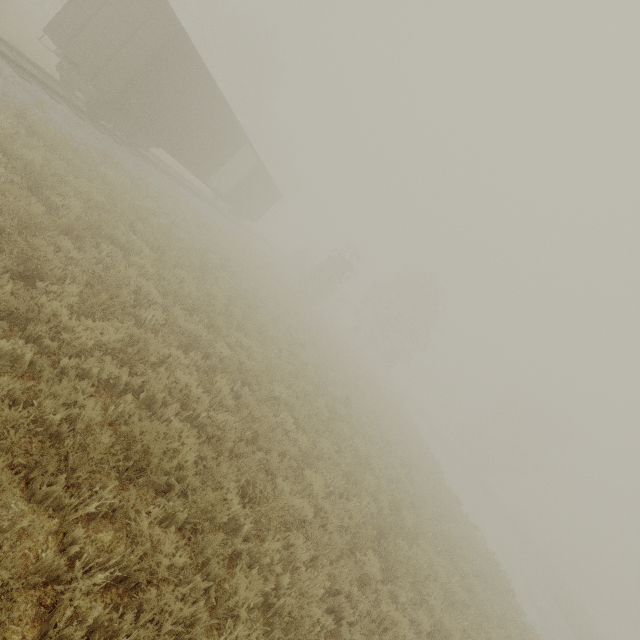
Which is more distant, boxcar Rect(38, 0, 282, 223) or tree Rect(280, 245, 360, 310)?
tree Rect(280, 245, 360, 310)

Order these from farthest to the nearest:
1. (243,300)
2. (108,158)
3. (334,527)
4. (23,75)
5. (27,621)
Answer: (243,300) < (108,158) < (23,75) < (334,527) < (27,621)

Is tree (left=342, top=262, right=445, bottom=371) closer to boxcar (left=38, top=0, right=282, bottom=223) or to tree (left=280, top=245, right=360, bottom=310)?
tree (left=280, top=245, right=360, bottom=310)

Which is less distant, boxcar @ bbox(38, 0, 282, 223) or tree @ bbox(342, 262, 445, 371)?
boxcar @ bbox(38, 0, 282, 223)

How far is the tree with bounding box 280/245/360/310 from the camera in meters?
31.5

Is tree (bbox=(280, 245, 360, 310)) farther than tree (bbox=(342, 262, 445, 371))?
No

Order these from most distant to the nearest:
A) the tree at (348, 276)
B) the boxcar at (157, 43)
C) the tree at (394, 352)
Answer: the tree at (394, 352) < the tree at (348, 276) < the boxcar at (157, 43)

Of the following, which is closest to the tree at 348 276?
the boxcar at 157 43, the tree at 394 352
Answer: the boxcar at 157 43
